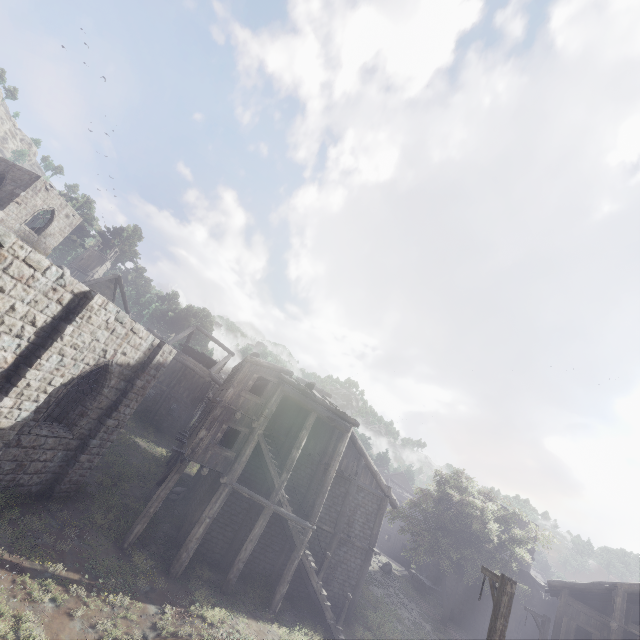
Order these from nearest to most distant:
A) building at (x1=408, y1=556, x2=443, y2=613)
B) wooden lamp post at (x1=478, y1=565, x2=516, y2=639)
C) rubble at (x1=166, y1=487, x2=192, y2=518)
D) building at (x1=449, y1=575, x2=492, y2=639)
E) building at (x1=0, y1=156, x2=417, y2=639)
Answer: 1. wooden lamp post at (x1=478, y1=565, x2=516, y2=639)
2. building at (x1=0, y1=156, x2=417, y2=639)
3. rubble at (x1=166, y1=487, x2=192, y2=518)
4. building at (x1=449, y1=575, x2=492, y2=639)
5. building at (x1=408, y1=556, x2=443, y2=613)

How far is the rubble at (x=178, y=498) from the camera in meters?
17.9 m

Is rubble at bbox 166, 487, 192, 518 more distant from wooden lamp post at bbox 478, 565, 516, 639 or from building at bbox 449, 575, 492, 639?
wooden lamp post at bbox 478, 565, 516, 639

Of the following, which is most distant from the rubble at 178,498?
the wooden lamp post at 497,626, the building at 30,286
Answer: the wooden lamp post at 497,626

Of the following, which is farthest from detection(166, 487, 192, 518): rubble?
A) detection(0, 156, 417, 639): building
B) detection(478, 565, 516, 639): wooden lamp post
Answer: detection(478, 565, 516, 639): wooden lamp post

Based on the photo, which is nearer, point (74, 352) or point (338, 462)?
point (74, 352)

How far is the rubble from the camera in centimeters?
1787cm

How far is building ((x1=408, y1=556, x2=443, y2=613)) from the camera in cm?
2900
